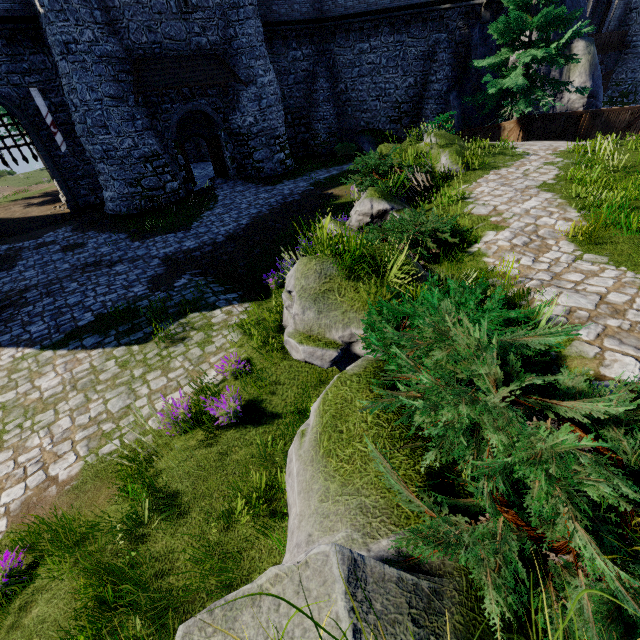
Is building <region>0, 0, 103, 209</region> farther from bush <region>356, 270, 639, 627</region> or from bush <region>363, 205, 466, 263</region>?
bush <region>356, 270, 639, 627</region>

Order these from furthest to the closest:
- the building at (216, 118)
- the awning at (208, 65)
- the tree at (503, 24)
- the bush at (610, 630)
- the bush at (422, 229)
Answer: the building at (216, 118)
the awning at (208, 65)
the tree at (503, 24)
the bush at (422, 229)
the bush at (610, 630)

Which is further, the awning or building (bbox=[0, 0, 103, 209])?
the awning

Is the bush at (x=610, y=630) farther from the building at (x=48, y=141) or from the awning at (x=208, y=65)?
the building at (x=48, y=141)

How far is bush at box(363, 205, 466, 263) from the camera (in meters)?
→ 6.09

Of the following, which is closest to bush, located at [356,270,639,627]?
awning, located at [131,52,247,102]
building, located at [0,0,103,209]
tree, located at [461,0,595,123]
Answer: tree, located at [461,0,595,123]

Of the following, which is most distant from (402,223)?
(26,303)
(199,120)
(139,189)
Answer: (199,120)

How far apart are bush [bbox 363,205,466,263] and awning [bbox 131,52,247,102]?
15.4m
